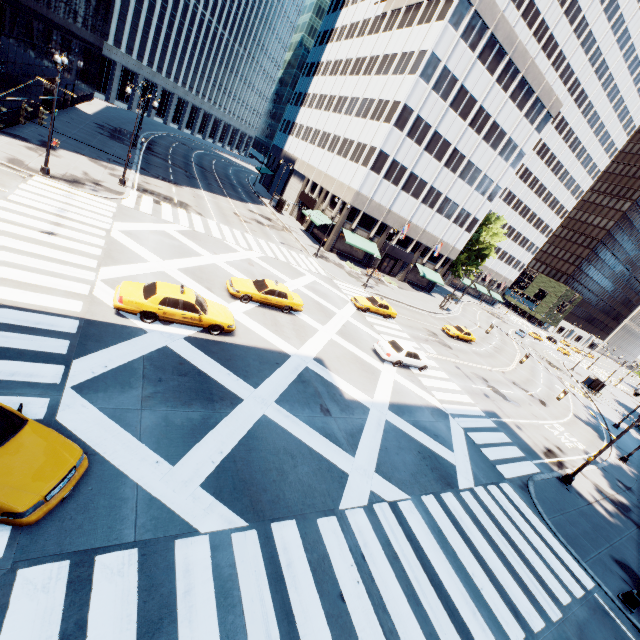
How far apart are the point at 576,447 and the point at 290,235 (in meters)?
38.00

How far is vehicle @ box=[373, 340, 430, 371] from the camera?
22.4m

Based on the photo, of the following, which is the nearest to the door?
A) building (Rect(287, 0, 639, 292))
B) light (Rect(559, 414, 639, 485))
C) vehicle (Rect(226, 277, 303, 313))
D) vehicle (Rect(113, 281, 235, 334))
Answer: building (Rect(287, 0, 639, 292))

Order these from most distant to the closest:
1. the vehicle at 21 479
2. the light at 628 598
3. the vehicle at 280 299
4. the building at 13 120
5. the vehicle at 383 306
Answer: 1. the vehicle at 383 306
2. the building at 13 120
3. the vehicle at 280 299
4. the light at 628 598
5. the vehicle at 21 479

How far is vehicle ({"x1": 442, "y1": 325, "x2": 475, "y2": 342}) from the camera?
38.2 meters

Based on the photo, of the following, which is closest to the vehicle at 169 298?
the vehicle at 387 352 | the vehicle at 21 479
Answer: the vehicle at 21 479

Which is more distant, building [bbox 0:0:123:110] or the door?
the door

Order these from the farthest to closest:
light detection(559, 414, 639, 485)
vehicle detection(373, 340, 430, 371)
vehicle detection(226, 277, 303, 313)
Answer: vehicle detection(373, 340, 430, 371), vehicle detection(226, 277, 303, 313), light detection(559, 414, 639, 485)
